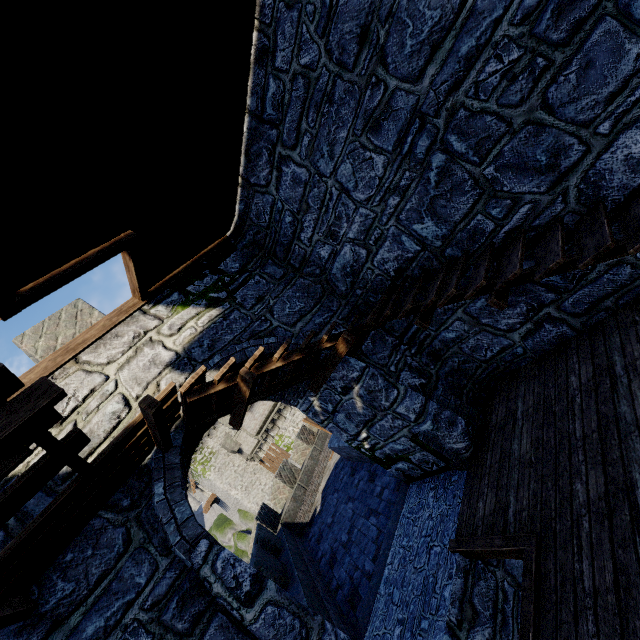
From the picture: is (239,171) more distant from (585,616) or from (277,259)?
(585,616)

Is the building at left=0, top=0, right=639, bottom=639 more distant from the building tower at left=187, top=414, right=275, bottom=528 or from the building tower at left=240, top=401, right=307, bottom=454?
the building tower at left=187, top=414, right=275, bottom=528

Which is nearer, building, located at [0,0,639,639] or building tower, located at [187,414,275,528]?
building, located at [0,0,639,639]

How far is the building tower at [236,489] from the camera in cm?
3475

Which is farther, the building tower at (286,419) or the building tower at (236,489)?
the building tower at (236,489)

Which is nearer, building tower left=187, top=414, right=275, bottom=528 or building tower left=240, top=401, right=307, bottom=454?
building tower left=240, top=401, right=307, bottom=454

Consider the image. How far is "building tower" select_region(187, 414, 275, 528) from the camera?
34.75m
